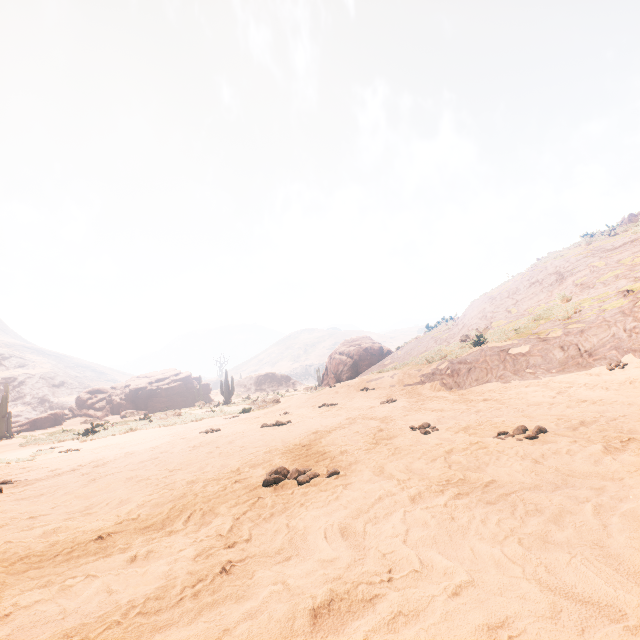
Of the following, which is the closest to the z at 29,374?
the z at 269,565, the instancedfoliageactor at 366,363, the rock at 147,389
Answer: the z at 269,565

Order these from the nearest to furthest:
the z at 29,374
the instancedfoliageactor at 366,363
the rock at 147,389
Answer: the instancedfoliageactor at 366,363, the rock at 147,389, the z at 29,374

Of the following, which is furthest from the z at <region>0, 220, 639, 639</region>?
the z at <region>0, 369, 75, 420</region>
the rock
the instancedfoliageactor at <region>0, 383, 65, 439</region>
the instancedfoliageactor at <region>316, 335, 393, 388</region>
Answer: the z at <region>0, 369, 75, 420</region>

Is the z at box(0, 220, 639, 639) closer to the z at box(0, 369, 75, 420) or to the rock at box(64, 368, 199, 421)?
the rock at box(64, 368, 199, 421)

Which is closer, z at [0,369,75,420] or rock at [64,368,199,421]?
rock at [64,368,199,421]

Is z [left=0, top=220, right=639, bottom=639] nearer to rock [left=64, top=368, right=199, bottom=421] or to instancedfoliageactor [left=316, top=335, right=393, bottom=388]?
instancedfoliageactor [left=316, top=335, right=393, bottom=388]

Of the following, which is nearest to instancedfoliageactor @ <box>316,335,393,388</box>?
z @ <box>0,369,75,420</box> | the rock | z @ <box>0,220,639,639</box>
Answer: the rock

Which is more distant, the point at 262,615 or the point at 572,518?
the point at 572,518
